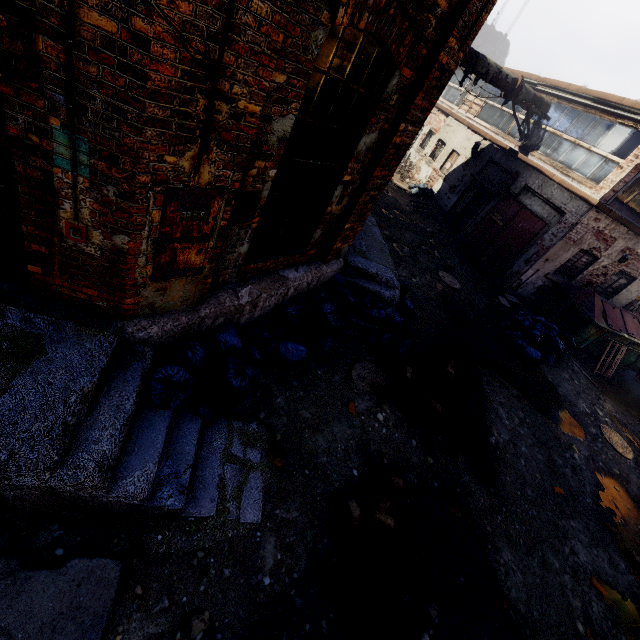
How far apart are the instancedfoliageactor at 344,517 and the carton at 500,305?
8.6m

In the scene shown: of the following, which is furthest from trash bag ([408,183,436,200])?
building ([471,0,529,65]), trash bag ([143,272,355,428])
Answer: building ([471,0,529,65])

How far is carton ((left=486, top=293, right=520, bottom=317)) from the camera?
10.16m

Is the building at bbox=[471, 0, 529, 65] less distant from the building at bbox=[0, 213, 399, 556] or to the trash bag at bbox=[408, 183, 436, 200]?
the trash bag at bbox=[408, 183, 436, 200]

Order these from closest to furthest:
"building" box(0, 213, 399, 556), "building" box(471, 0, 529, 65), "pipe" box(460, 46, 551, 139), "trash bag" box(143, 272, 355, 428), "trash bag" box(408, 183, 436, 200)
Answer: "building" box(0, 213, 399, 556) < "trash bag" box(143, 272, 355, 428) < "pipe" box(460, 46, 551, 139) < "trash bag" box(408, 183, 436, 200) < "building" box(471, 0, 529, 65)

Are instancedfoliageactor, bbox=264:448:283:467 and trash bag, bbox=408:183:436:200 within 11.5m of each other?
no

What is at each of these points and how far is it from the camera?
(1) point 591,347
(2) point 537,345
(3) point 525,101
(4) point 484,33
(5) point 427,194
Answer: (1) trash container, 10.9m
(2) trash bag, 9.3m
(3) pipe, 11.6m
(4) building, 45.8m
(5) trash bag, 16.5m

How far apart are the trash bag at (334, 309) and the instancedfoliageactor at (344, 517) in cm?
151
